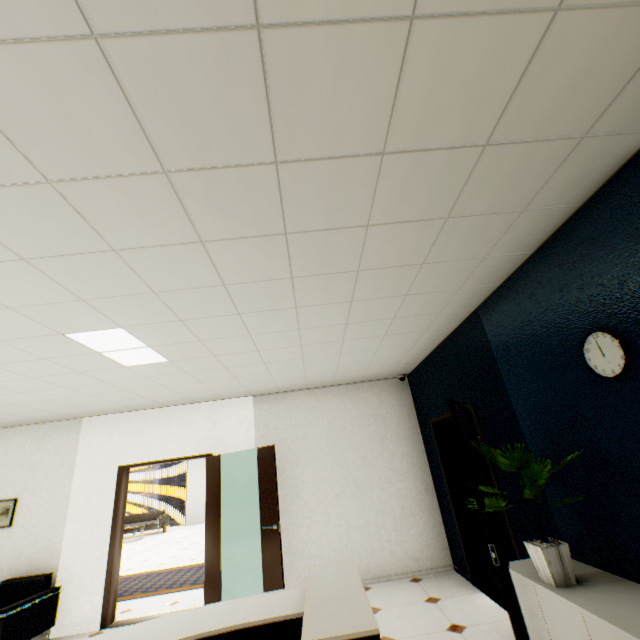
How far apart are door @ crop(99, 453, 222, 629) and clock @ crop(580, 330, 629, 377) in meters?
5.0

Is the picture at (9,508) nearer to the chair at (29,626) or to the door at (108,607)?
the chair at (29,626)

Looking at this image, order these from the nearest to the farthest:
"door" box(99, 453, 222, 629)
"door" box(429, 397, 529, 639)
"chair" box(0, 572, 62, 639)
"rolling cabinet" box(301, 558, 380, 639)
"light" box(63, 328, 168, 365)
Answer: "rolling cabinet" box(301, 558, 380, 639) → "door" box(429, 397, 529, 639) → "light" box(63, 328, 168, 365) → "chair" box(0, 572, 62, 639) → "door" box(99, 453, 222, 629)

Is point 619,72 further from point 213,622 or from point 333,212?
point 213,622

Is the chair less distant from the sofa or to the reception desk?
the reception desk

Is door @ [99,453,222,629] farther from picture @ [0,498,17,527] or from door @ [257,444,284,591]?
picture @ [0,498,17,527]

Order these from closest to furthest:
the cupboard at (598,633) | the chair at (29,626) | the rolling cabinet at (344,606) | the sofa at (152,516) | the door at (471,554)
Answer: the rolling cabinet at (344,606) → the cupboard at (598,633) → the door at (471,554) → the chair at (29,626) → the sofa at (152,516)

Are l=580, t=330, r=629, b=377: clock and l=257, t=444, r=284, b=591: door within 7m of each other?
yes
